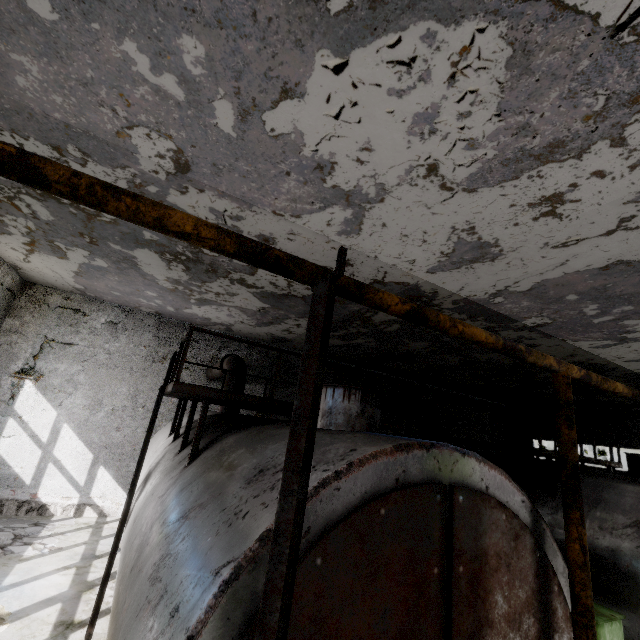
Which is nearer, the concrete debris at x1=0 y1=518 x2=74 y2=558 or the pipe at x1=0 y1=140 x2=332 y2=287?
the pipe at x1=0 y1=140 x2=332 y2=287

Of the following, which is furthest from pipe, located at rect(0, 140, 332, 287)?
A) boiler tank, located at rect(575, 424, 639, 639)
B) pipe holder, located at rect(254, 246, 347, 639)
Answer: pipe holder, located at rect(254, 246, 347, 639)

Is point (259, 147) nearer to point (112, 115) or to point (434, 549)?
point (112, 115)

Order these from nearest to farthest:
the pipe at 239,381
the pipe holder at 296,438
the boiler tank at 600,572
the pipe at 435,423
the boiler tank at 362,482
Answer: the pipe holder at 296,438
the boiler tank at 362,482
the boiler tank at 600,572
the pipe at 239,381
the pipe at 435,423

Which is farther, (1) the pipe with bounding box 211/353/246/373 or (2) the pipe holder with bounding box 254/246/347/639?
(1) the pipe with bounding box 211/353/246/373

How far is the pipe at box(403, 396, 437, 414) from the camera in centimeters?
1236cm

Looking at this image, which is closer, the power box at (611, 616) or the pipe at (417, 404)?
the power box at (611, 616)
